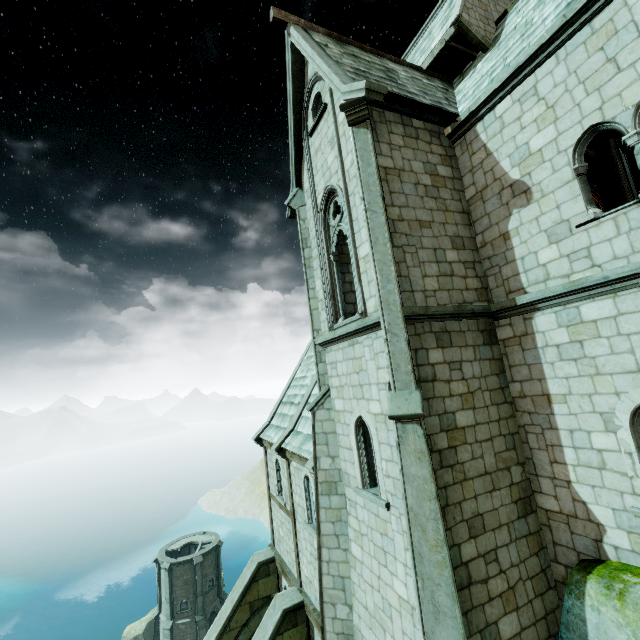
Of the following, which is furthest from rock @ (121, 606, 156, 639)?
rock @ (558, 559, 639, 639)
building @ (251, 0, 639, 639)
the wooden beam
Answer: the wooden beam

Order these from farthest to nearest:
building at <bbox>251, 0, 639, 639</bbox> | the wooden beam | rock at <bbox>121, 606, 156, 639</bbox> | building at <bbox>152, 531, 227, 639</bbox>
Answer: rock at <bbox>121, 606, 156, 639</bbox>
building at <bbox>152, 531, 227, 639</bbox>
the wooden beam
building at <bbox>251, 0, 639, 639</bbox>

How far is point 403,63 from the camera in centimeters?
1230cm

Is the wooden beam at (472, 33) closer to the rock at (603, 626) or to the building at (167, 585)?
the rock at (603, 626)

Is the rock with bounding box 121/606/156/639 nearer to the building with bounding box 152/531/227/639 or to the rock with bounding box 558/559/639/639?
the building with bounding box 152/531/227/639

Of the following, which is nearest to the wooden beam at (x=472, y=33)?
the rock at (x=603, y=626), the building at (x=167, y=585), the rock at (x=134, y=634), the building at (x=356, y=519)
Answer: the building at (x=356, y=519)

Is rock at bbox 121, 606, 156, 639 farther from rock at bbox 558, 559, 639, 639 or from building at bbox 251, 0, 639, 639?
building at bbox 251, 0, 639, 639

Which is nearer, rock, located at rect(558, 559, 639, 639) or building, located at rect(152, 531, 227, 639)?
rock, located at rect(558, 559, 639, 639)
